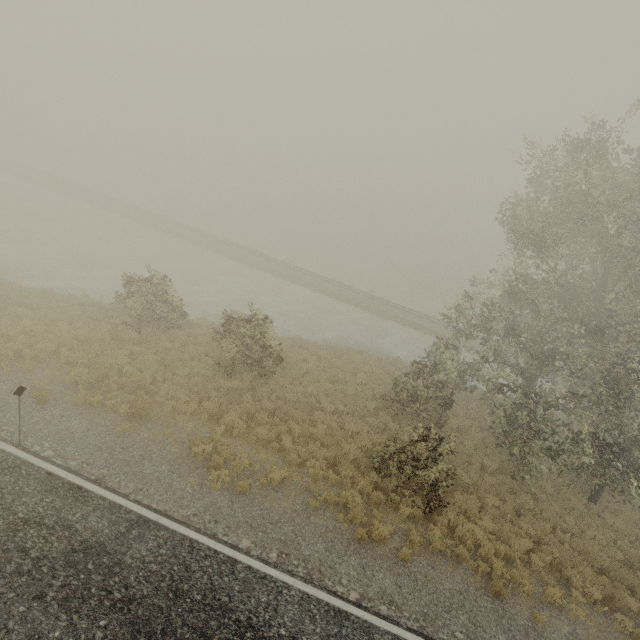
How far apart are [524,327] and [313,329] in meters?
13.7 m
